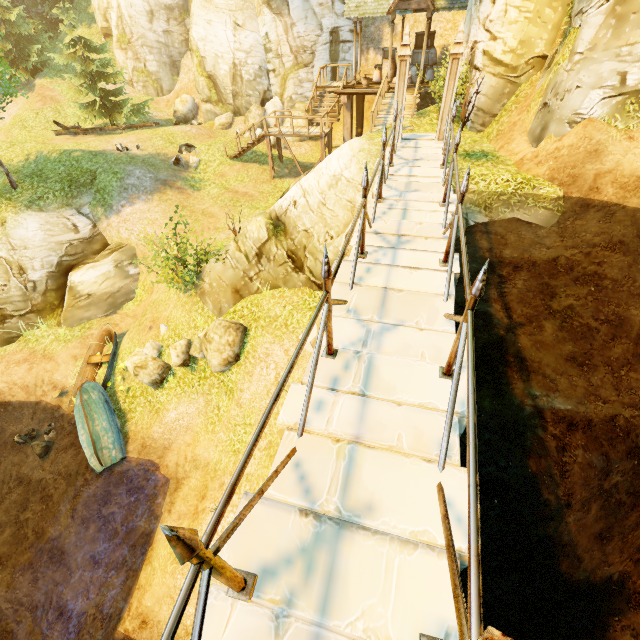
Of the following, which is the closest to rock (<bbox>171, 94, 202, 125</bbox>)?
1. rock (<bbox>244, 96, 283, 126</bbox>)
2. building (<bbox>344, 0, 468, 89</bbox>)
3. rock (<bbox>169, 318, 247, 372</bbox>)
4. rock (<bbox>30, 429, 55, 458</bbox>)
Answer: rock (<bbox>244, 96, 283, 126</bbox>)

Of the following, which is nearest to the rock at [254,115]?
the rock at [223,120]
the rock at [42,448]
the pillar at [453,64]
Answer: the rock at [223,120]

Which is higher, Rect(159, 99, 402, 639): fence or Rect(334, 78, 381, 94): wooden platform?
Rect(159, 99, 402, 639): fence

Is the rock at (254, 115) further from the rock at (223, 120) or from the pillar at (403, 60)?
the pillar at (403, 60)

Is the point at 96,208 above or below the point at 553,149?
below

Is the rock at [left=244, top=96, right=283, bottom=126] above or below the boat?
above

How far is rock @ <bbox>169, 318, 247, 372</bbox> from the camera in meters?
10.1

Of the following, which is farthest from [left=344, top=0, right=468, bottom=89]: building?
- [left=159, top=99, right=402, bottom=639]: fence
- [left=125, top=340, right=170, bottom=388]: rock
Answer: [left=125, top=340, right=170, bottom=388]: rock
